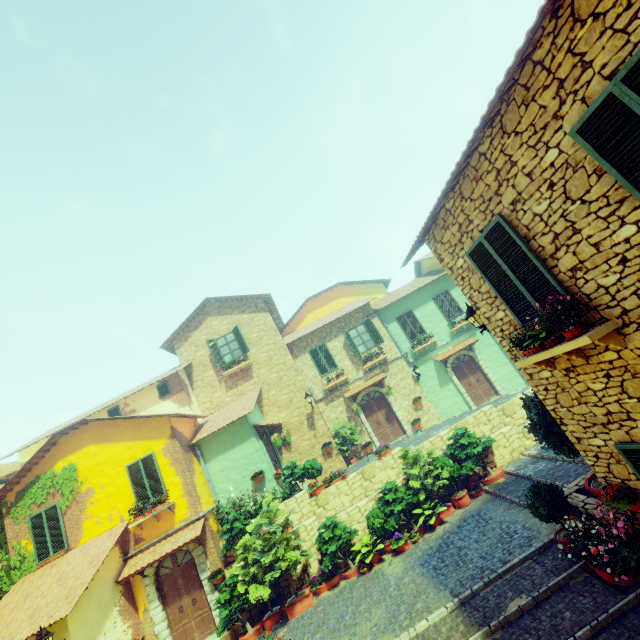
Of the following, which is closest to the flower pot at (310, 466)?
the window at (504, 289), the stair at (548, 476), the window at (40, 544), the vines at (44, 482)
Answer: the stair at (548, 476)

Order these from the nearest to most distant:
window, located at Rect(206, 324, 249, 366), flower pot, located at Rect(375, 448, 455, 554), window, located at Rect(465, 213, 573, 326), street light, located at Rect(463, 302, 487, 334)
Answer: window, located at Rect(465, 213, 573, 326)
street light, located at Rect(463, 302, 487, 334)
flower pot, located at Rect(375, 448, 455, 554)
window, located at Rect(206, 324, 249, 366)

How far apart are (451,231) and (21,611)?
15.4m

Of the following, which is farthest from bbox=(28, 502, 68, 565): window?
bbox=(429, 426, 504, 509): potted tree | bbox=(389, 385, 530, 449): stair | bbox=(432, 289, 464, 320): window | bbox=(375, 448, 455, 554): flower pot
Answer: bbox=(432, 289, 464, 320): window

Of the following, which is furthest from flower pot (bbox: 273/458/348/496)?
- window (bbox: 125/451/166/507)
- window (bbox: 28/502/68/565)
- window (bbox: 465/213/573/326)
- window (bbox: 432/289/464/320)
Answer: window (bbox: 432/289/464/320)

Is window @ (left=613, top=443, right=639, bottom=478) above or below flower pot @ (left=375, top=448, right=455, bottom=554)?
above

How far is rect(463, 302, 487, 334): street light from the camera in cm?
709

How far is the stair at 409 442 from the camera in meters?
14.1
